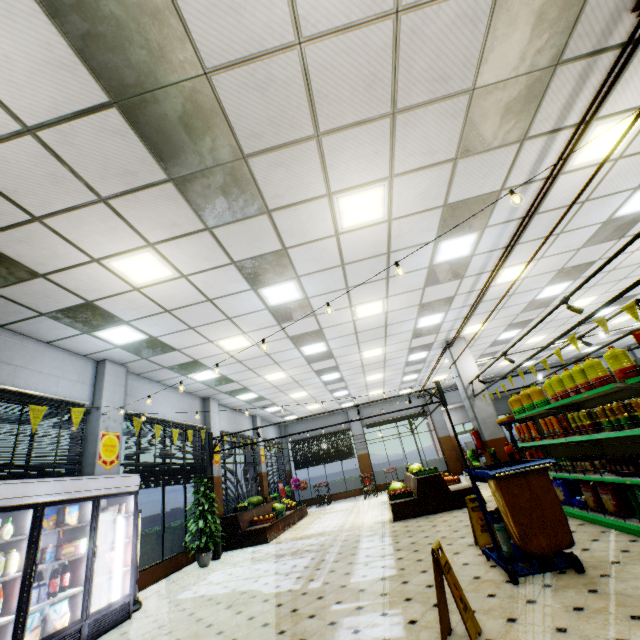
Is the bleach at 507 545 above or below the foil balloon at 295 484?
below

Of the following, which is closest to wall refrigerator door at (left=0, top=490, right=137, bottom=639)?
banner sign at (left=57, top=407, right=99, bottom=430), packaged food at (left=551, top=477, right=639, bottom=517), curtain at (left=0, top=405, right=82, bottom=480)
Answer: curtain at (left=0, top=405, right=82, bottom=480)

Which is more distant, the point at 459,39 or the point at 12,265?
the point at 12,265

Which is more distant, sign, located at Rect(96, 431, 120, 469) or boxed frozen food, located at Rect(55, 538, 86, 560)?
sign, located at Rect(96, 431, 120, 469)

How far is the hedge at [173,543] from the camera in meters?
8.7

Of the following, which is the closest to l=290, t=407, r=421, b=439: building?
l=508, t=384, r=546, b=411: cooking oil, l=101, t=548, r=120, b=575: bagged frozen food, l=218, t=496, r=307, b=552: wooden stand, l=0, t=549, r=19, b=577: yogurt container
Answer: l=218, t=496, r=307, b=552: wooden stand

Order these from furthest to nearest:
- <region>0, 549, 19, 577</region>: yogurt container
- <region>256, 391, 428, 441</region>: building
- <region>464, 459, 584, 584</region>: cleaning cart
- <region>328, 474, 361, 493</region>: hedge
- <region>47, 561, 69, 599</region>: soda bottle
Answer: <region>256, 391, 428, 441</region>: building → <region>328, 474, 361, 493</region>: hedge → <region>47, 561, 69, 599</region>: soda bottle → <region>0, 549, 19, 577</region>: yogurt container → <region>464, 459, 584, 584</region>: cleaning cart

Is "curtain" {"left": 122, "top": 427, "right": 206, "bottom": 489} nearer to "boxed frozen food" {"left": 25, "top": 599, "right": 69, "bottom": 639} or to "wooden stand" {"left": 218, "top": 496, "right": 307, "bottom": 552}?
"wooden stand" {"left": 218, "top": 496, "right": 307, "bottom": 552}
